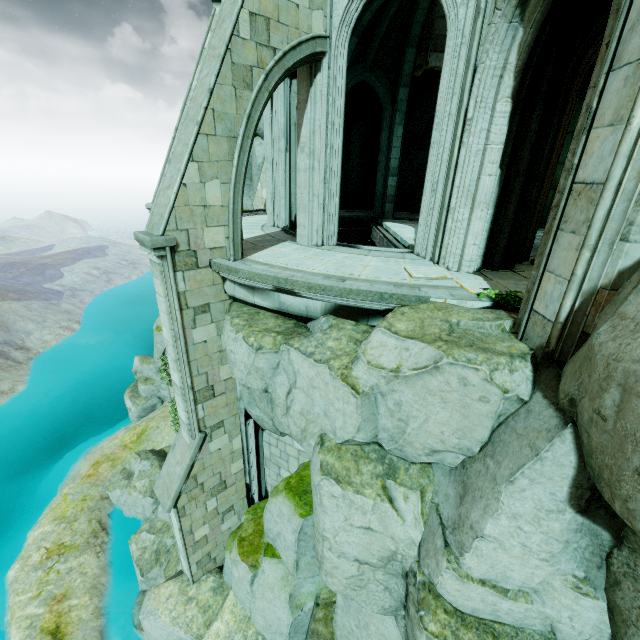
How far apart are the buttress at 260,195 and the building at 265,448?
10.61m

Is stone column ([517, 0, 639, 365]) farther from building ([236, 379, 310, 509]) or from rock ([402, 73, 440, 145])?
rock ([402, 73, 440, 145])

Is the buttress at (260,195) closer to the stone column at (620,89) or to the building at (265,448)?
the building at (265,448)

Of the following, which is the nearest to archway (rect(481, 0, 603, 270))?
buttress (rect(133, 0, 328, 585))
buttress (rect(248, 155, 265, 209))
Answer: buttress (rect(133, 0, 328, 585))

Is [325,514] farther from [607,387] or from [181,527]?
[181,527]

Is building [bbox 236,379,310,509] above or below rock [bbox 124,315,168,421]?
above

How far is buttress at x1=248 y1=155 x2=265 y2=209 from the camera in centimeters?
1648cm

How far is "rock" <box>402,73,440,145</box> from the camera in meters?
14.8 m
